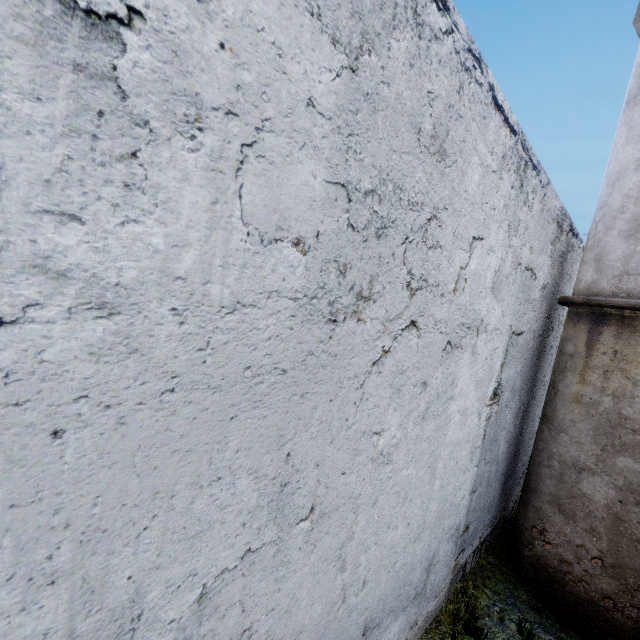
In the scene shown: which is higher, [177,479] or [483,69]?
[483,69]
